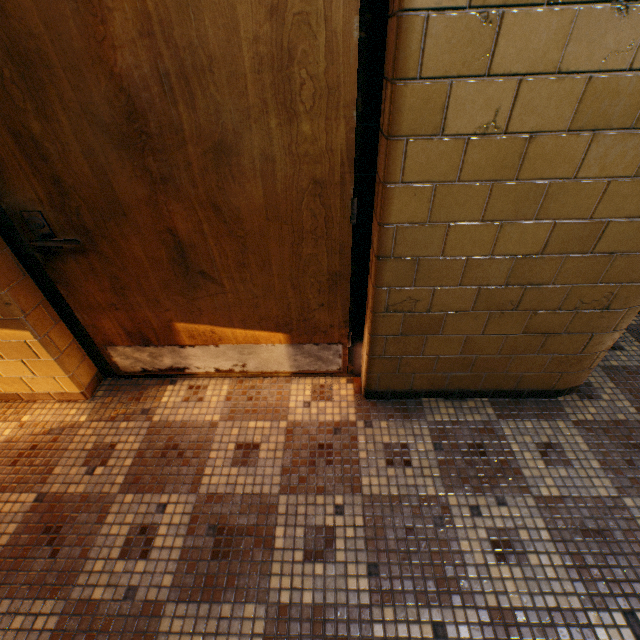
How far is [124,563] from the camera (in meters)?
1.36
